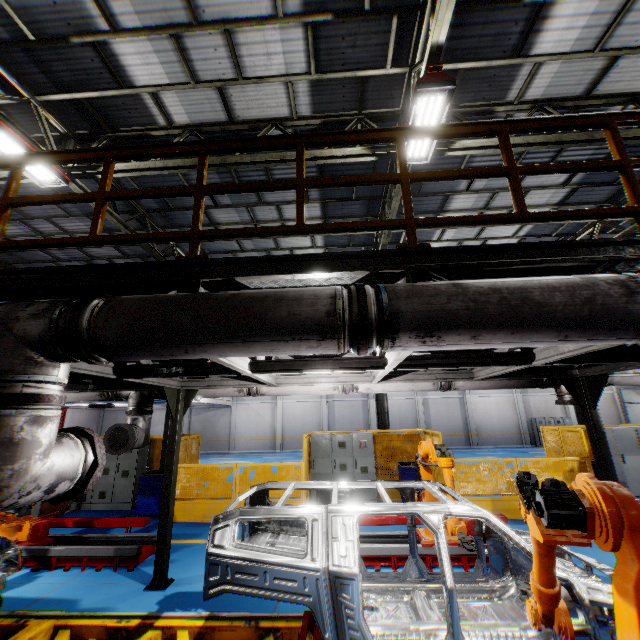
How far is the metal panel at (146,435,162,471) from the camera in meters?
11.5 m

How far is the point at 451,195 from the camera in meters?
9.8 m

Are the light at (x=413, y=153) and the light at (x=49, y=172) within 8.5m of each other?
yes

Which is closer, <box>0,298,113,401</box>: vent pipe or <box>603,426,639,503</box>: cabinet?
<box>0,298,113,401</box>: vent pipe

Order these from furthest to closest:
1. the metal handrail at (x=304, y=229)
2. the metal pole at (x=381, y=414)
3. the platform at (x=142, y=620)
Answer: the metal pole at (x=381, y=414)
the platform at (x=142, y=620)
the metal handrail at (x=304, y=229)

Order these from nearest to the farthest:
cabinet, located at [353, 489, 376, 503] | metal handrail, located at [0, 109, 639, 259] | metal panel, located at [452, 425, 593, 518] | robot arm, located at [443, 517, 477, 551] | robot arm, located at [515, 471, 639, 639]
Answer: robot arm, located at [515, 471, 639, 639] → metal handrail, located at [0, 109, 639, 259] → robot arm, located at [443, 517, 477, 551] → metal panel, located at [452, 425, 593, 518] → cabinet, located at [353, 489, 376, 503]

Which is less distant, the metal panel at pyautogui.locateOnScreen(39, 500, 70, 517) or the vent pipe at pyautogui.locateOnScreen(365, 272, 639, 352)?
the vent pipe at pyautogui.locateOnScreen(365, 272, 639, 352)
